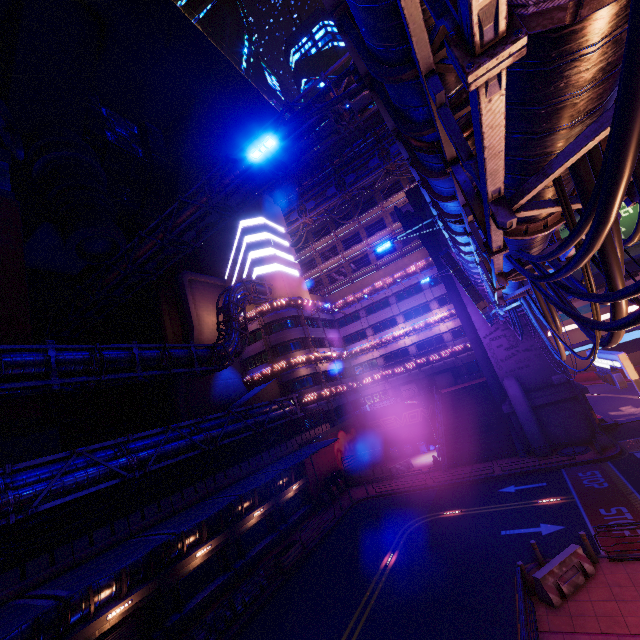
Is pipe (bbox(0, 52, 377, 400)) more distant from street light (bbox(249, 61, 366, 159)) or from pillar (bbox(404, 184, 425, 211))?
pillar (bbox(404, 184, 425, 211))

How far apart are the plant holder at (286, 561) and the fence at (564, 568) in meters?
14.1 m

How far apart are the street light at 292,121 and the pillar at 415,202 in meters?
29.2

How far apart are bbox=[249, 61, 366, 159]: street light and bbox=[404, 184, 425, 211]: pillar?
29.16m

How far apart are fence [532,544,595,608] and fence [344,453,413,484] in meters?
20.3 m

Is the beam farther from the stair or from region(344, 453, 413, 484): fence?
the stair

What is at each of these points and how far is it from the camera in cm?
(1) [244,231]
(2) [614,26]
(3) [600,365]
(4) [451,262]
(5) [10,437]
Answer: (1) building, 4453
(2) pipe, 228
(3) sign, 1548
(4) sign, 1369
(5) building, 2281

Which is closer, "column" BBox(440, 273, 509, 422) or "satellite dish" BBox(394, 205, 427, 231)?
"column" BBox(440, 273, 509, 422)
